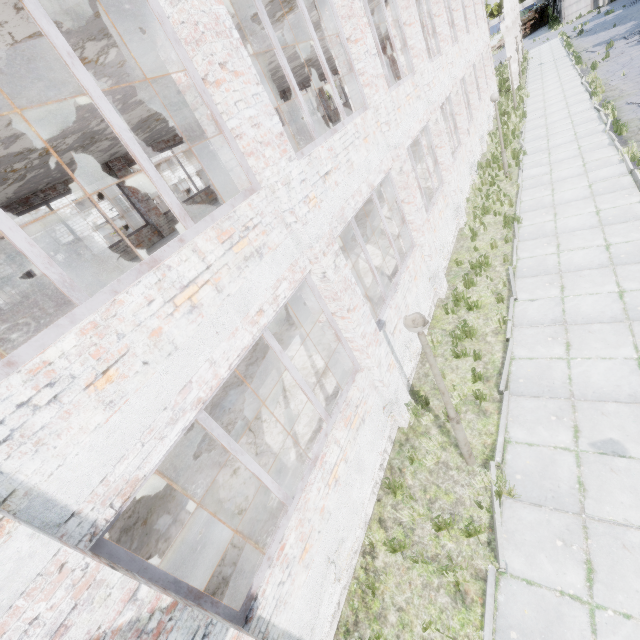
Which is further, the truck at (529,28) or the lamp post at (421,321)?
the truck at (529,28)

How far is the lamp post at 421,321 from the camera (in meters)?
4.12

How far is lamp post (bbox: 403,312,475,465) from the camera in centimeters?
412cm

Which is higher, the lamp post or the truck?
the lamp post

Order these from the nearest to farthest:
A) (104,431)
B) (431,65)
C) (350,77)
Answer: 1. (104,431)
2. (350,77)
3. (431,65)

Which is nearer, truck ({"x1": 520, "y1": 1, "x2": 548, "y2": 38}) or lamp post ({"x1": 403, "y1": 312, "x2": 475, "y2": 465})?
lamp post ({"x1": 403, "y1": 312, "x2": 475, "y2": 465})
